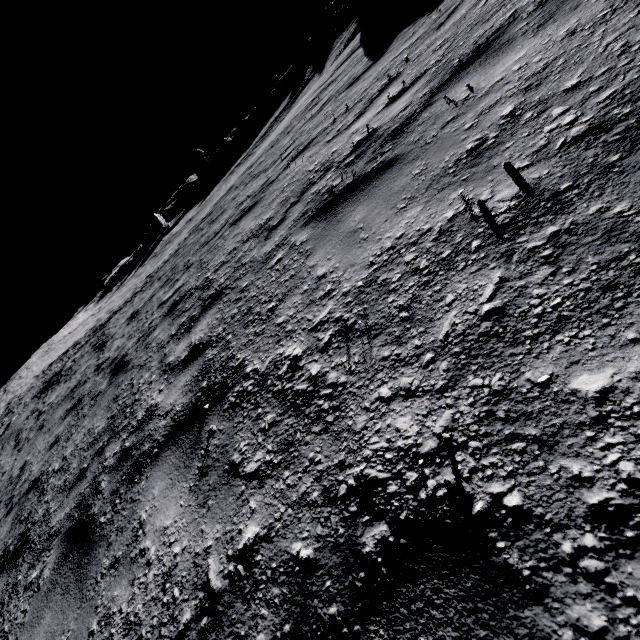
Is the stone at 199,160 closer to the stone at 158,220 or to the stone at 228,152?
the stone at 228,152

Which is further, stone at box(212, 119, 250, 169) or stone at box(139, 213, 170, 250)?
stone at box(212, 119, 250, 169)

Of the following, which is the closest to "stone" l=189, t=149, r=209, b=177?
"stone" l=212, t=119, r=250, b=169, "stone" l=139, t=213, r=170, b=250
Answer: "stone" l=212, t=119, r=250, b=169

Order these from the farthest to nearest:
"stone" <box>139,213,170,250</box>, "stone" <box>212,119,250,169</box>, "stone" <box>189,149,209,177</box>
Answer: "stone" <box>189,149,209,177</box> → "stone" <box>212,119,250,169</box> → "stone" <box>139,213,170,250</box>

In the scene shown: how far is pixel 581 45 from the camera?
1.93m

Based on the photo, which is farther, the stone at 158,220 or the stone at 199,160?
the stone at 199,160

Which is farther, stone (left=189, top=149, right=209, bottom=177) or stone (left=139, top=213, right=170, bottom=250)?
stone (left=189, top=149, right=209, bottom=177)
